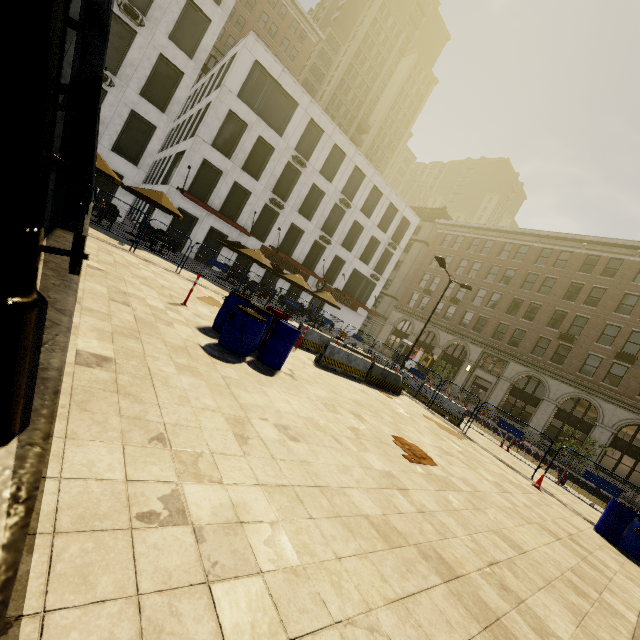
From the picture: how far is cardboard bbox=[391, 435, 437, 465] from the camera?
6.3m

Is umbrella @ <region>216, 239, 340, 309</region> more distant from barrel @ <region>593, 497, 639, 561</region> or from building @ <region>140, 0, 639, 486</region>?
building @ <region>140, 0, 639, 486</region>

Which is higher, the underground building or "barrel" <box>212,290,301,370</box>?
the underground building

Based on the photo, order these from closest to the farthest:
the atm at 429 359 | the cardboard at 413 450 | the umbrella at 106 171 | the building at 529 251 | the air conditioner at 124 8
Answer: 1. the cardboard at 413 450
2. the umbrella at 106 171
3. the air conditioner at 124 8
4. the building at 529 251
5. the atm at 429 359

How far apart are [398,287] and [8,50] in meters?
47.6

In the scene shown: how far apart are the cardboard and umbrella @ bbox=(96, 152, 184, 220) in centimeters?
1457cm

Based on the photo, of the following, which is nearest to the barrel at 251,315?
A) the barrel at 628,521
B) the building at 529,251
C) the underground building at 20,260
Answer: the underground building at 20,260

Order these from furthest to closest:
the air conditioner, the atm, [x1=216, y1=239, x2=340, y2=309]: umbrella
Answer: the atm → [x1=216, y1=239, x2=340, y2=309]: umbrella → the air conditioner
